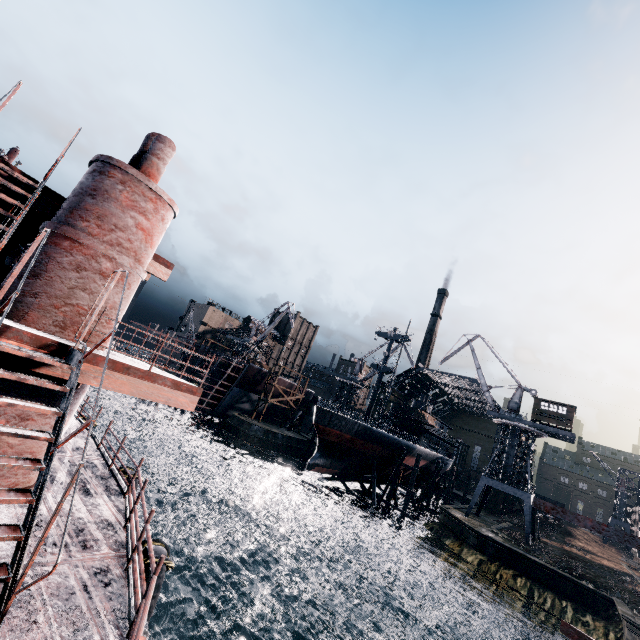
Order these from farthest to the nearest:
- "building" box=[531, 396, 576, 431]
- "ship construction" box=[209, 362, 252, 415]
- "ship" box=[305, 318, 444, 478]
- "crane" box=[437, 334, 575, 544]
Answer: "ship construction" box=[209, 362, 252, 415] < "building" box=[531, 396, 576, 431] < "crane" box=[437, 334, 575, 544] < "ship" box=[305, 318, 444, 478]

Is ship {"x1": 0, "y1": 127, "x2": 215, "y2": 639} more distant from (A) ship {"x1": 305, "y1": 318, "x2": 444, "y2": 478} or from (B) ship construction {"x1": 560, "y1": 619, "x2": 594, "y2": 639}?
(A) ship {"x1": 305, "y1": 318, "x2": 444, "y2": 478}

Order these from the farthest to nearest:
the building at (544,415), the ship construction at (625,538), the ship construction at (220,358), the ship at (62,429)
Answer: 1. the ship construction at (220,358)
2. the building at (544,415)
3. the ship at (62,429)
4. the ship construction at (625,538)

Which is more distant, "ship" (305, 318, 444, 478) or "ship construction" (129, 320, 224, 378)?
"ship construction" (129, 320, 224, 378)

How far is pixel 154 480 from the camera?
38.1 meters

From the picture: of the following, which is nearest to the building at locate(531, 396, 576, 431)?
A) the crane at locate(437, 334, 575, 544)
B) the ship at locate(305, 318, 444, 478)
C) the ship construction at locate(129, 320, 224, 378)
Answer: the crane at locate(437, 334, 575, 544)

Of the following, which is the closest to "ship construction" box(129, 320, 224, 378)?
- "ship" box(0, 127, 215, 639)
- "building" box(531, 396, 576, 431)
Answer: "ship" box(0, 127, 215, 639)

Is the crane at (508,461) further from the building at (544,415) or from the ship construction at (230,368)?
the ship construction at (230,368)
